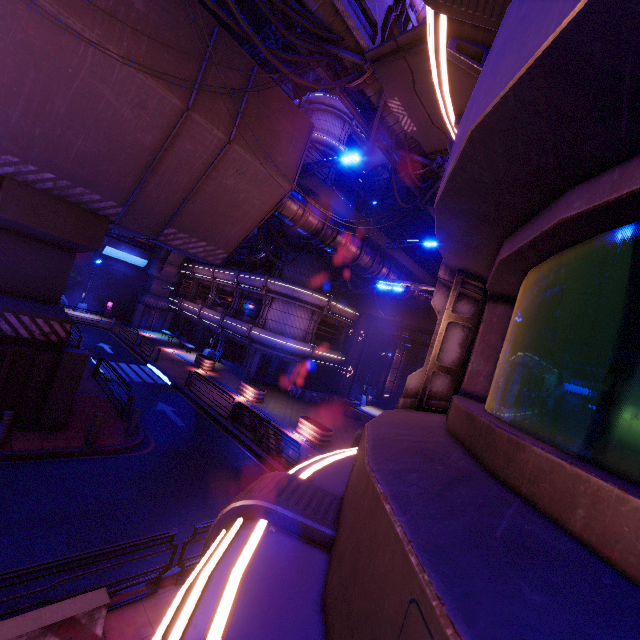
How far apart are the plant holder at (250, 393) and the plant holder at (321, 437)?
4.1m

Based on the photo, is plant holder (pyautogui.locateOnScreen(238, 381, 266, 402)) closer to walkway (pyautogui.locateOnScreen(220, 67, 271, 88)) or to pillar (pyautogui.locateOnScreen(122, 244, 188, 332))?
walkway (pyautogui.locateOnScreen(220, 67, 271, 88))

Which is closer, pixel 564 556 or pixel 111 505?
pixel 564 556

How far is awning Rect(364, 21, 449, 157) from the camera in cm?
716

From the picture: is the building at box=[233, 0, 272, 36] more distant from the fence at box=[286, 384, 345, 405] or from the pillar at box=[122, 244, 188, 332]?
the fence at box=[286, 384, 345, 405]

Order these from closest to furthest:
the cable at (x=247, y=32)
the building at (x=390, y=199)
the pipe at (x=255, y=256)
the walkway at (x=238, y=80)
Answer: the cable at (x=247, y=32) < the walkway at (x=238, y=80) < the pipe at (x=255, y=256) < the building at (x=390, y=199)

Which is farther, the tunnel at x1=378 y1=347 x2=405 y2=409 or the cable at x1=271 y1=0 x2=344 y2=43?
the tunnel at x1=378 y1=347 x2=405 y2=409

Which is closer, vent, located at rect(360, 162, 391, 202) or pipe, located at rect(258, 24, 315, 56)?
pipe, located at rect(258, 24, 315, 56)
